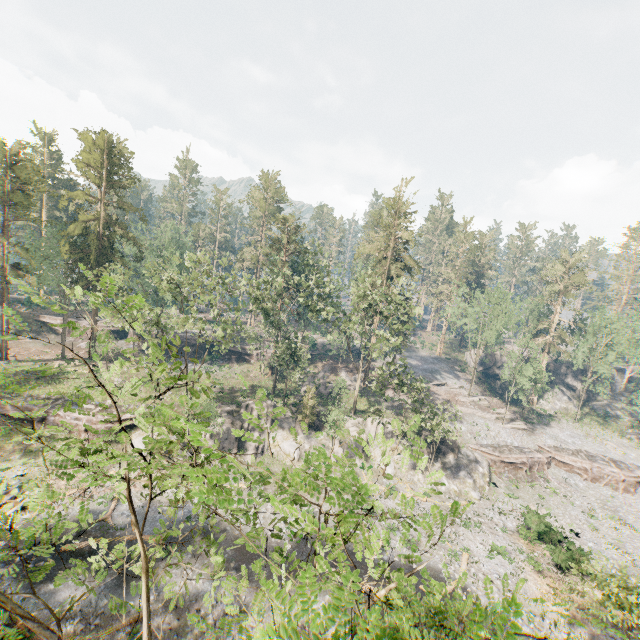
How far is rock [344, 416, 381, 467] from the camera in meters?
38.0 m

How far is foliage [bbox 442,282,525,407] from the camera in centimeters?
4819cm

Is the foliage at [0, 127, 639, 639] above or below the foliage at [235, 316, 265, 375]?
above

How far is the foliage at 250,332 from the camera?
34.2m

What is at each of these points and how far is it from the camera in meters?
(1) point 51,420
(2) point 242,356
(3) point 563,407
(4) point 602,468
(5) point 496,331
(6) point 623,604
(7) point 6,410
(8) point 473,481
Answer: (1) ground embankment, 33.4
(2) ground embankment, 56.1
(3) rock, 58.8
(4) ground embankment, 41.6
(5) foliage, 47.8
(6) foliage, 15.6
(7) ground embankment, 33.3
(8) rock, 36.7

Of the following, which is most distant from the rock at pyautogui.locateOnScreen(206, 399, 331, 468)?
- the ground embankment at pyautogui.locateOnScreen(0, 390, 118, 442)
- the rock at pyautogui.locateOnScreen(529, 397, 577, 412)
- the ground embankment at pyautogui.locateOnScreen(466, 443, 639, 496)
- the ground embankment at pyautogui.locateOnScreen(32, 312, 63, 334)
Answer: the rock at pyautogui.locateOnScreen(529, 397, 577, 412)

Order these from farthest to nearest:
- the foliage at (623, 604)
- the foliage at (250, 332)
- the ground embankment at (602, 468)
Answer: the ground embankment at (602, 468)
the foliage at (250, 332)
the foliage at (623, 604)
